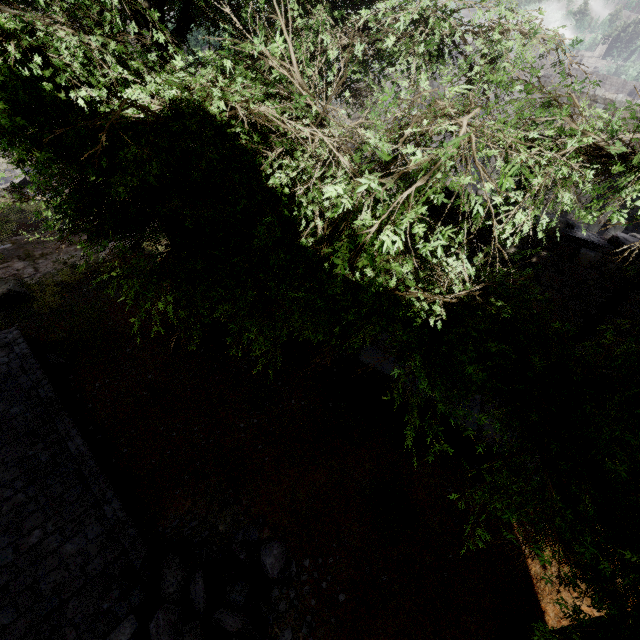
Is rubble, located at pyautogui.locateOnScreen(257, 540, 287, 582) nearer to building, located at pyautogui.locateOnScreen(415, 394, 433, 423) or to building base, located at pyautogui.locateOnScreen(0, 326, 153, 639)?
building base, located at pyautogui.locateOnScreen(0, 326, 153, 639)

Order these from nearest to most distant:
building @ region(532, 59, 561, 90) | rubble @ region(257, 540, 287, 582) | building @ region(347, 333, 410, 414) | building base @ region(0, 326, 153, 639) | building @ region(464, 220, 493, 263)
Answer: building base @ region(0, 326, 153, 639)
rubble @ region(257, 540, 287, 582)
building @ region(464, 220, 493, 263)
building @ region(347, 333, 410, 414)
building @ region(532, 59, 561, 90)

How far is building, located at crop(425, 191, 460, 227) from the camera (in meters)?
8.29

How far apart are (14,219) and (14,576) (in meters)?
15.96

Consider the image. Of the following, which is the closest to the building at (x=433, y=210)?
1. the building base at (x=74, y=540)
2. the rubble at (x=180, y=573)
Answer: the building base at (x=74, y=540)

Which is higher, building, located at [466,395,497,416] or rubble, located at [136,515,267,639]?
building, located at [466,395,497,416]

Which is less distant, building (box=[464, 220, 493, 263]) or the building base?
the building base

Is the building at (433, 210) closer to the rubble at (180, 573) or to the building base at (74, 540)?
the building base at (74, 540)
